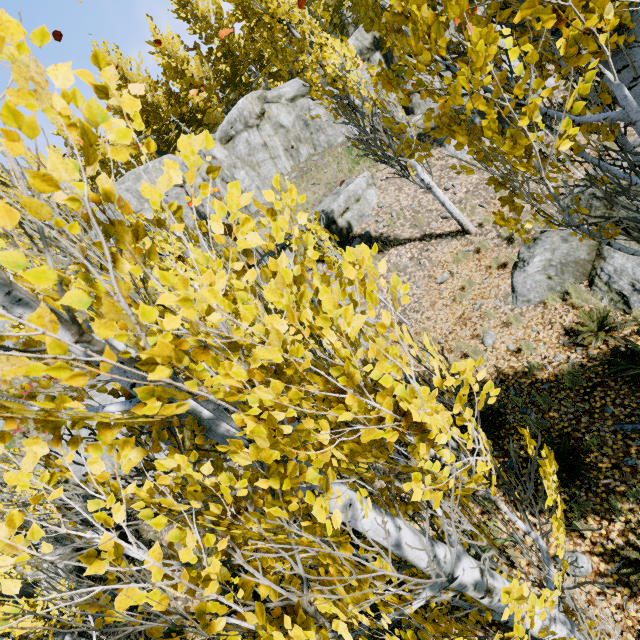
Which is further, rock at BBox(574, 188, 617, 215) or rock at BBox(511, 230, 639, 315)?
rock at BBox(574, 188, 617, 215)

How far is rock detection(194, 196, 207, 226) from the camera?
17.7m

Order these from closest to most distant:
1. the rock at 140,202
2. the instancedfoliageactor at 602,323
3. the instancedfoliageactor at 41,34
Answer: the instancedfoliageactor at 41,34
the instancedfoliageactor at 602,323
the rock at 140,202

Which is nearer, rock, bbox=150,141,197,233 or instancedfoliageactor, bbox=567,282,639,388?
instancedfoliageactor, bbox=567,282,639,388

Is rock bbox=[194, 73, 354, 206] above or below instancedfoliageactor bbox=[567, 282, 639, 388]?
above

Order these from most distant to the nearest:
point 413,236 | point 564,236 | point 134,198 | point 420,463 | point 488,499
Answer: point 134,198, point 413,236, point 564,236, point 488,499, point 420,463

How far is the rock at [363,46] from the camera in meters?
14.8
